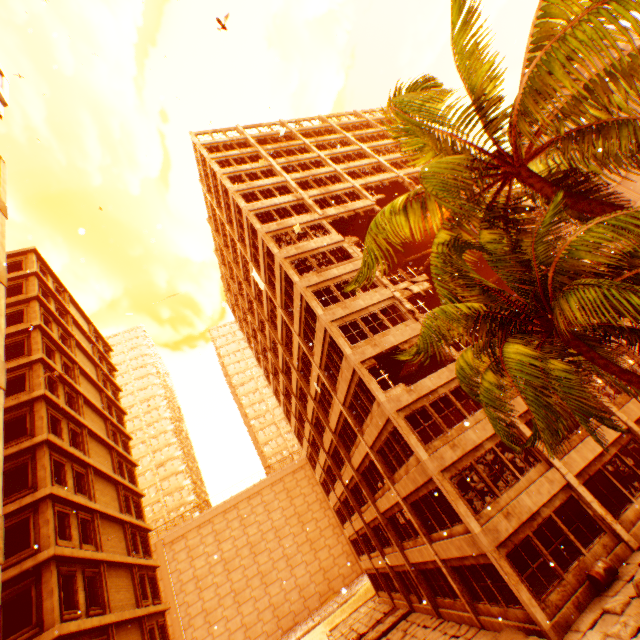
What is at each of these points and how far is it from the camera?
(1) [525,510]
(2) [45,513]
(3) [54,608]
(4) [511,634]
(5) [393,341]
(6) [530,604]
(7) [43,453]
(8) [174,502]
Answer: (1) wall corner piece, 12.79m
(2) concrete pillar, 15.85m
(3) concrete pillar, 13.77m
(4) floor rubble, 11.27m
(5) wall corner piece, 17.58m
(6) pillar, 10.97m
(7) concrete pillar, 17.53m
(8) building, 58.50m

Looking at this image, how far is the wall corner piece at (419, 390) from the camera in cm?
1527

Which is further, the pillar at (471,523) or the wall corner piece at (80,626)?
the wall corner piece at (80,626)

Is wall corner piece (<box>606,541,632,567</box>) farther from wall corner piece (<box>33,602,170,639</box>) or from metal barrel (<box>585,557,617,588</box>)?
wall corner piece (<box>33,602,170,639</box>)

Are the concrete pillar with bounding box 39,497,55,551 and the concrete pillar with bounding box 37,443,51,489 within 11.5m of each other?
yes

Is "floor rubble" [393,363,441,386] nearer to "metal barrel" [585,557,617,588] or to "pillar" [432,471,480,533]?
"pillar" [432,471,480,533]

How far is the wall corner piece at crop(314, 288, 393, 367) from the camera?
18.4 meters
